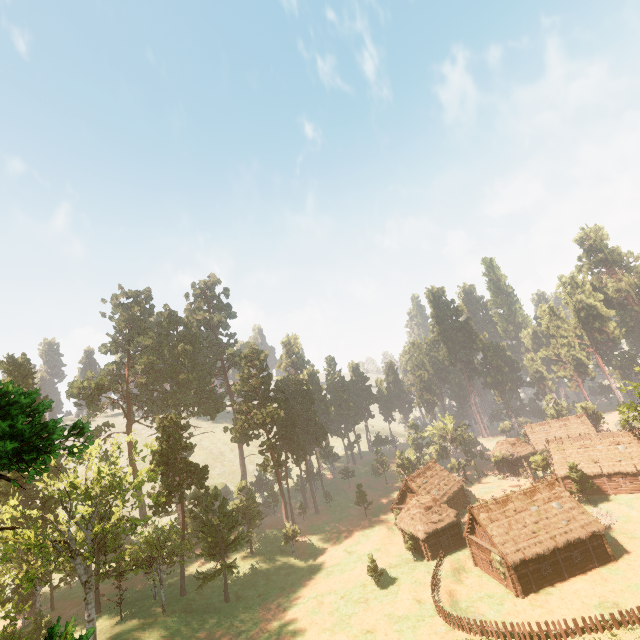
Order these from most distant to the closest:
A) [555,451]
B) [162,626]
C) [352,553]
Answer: [555,451] < [352,553] < [162,626]

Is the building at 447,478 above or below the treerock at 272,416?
below

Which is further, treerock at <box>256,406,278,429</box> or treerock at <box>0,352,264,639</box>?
treerock at <box>256,406,278,429</box>

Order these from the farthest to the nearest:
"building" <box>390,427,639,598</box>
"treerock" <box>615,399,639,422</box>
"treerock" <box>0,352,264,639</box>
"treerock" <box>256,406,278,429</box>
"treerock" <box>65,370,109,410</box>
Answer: "treerock" <box>256,406,278,429</box>
"treerock" <box>65,370,109,410</box>
"treerock" <box>615,399,639,422</box>
"building" <box>390,427,639,598</box>
"treerock" <box>0,352,264,639</box>

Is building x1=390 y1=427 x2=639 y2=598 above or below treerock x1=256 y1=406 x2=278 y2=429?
below

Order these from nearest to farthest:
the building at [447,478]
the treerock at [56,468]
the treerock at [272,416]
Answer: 1. the treerock at [56,468]
2. the building at [447,478]
3. the treerock at [272,416]

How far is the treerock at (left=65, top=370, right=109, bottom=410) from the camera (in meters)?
55.71
